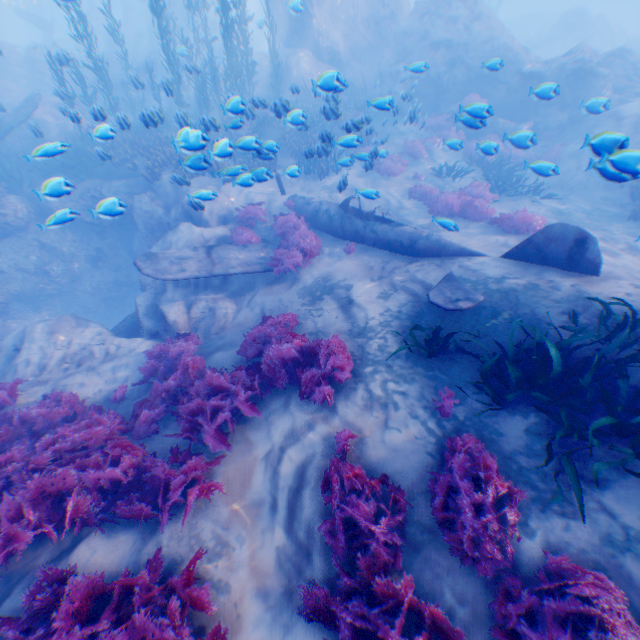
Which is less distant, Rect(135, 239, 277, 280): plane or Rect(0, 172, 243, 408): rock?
Rect(0, 172, 243, 408): rock

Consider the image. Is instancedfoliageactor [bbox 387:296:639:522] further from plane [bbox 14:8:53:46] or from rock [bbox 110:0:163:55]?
plane [bbox 14:8:53:46]

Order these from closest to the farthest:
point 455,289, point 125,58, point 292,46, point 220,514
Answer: point 220,514
point 455,289
point 125,58
point 292,46

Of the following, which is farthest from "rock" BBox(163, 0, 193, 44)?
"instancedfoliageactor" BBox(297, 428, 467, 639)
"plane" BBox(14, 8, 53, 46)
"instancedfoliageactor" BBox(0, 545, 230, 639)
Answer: "instancedfoliageactor" BBox(297, 428, 467, 639)

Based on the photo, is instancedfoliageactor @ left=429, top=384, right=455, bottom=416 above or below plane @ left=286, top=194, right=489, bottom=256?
above

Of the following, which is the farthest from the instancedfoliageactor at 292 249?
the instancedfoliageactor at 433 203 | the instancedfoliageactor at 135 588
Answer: the instancedfoliageactor at 135 588

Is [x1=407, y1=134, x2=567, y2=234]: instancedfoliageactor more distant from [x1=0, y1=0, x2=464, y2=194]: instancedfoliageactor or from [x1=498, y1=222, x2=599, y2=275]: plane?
[x1=498, y1=222, x2=599, y2=275]: plane

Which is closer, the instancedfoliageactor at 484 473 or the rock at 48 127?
the instancedfoliageactor at 484 473
